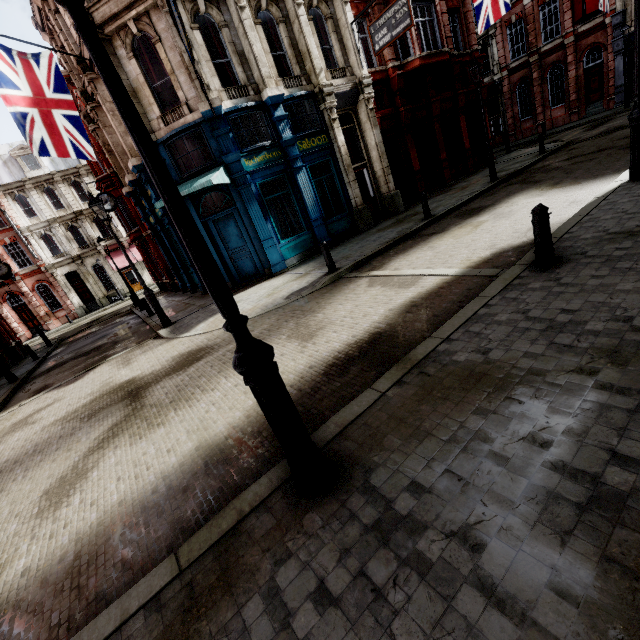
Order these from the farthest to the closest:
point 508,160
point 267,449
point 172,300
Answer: point 508,160
point 172,300
point 267,449

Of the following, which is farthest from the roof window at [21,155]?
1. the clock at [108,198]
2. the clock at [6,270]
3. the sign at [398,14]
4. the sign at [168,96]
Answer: the sign at [398,14]

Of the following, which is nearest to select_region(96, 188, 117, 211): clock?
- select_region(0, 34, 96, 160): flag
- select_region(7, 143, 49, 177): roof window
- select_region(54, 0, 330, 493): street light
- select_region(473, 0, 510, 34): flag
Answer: select_region(0, 34, 96, 160): flag

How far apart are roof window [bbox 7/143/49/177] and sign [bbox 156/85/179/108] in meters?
31.9 m

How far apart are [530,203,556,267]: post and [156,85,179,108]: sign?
12.1m

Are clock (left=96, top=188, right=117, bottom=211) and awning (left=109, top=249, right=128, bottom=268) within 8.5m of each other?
no

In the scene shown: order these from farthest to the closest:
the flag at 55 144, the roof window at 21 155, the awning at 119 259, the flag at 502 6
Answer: the awning at 119 259, the roof window at 21 155, the flag at 502 6, the flag at 55 144

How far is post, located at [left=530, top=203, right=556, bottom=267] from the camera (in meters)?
4.89
